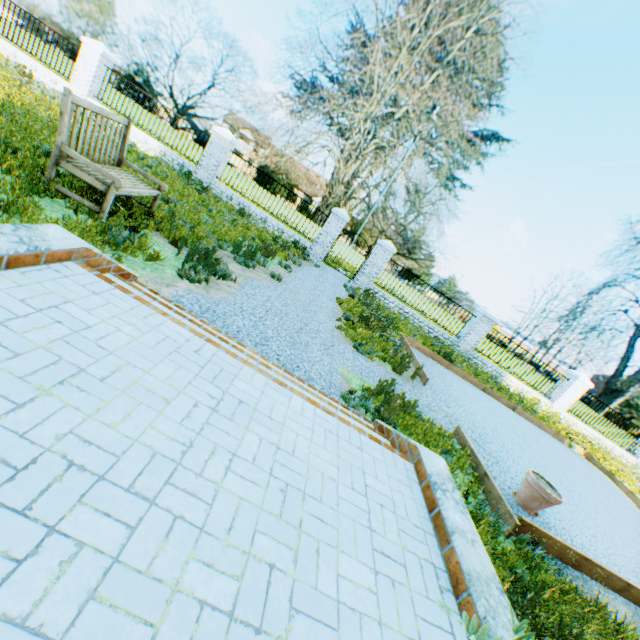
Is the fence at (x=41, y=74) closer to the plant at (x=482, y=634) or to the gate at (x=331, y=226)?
the gate at (x=331, y=226)

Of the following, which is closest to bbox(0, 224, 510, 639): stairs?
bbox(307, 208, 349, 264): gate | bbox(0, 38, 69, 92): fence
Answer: bbox(307, 208, 349, 264): gate

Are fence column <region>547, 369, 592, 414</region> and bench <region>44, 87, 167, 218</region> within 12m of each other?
no

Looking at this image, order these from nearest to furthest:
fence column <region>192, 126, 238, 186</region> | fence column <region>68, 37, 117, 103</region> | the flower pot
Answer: the flower pot → fence column <region>68, 37, 117, 103</region> → fence column <region>192, 126, 238, 186</region>

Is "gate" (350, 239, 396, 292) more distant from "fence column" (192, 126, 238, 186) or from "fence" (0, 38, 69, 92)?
"fence" (0, 38, 69, 92)

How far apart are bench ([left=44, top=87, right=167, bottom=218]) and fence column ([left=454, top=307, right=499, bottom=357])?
13.10m

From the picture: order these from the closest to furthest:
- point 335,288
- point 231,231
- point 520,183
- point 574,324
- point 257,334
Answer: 1. point 257,334
2. point 231,231
3. point 335,288
4. point 520,183
5. point 574,324

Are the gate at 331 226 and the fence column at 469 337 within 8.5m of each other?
yes
